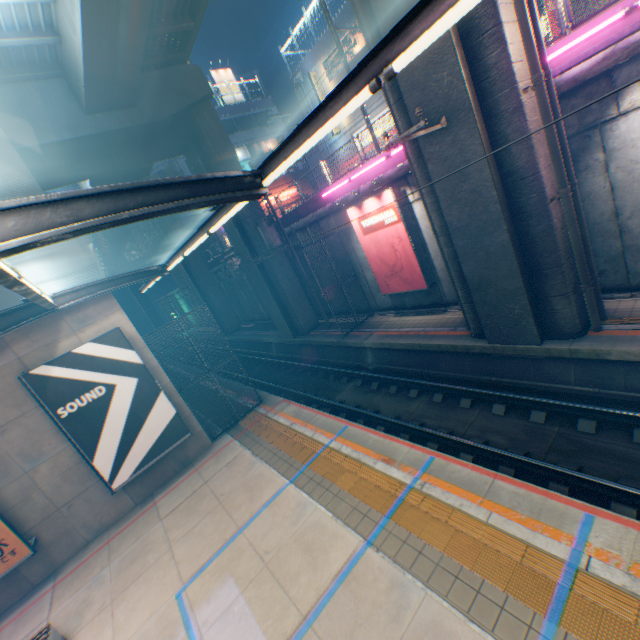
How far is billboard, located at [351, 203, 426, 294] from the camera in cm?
1312

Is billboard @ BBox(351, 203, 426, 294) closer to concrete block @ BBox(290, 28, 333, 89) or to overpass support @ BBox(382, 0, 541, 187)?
overpass support @ BBox(382, 0, 541, 187)

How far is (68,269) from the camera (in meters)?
10.09

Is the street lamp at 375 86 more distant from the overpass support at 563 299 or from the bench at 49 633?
the bench at 49 633

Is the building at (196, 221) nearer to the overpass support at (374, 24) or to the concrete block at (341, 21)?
the concrete block at (341, 21)

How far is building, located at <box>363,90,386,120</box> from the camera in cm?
2523

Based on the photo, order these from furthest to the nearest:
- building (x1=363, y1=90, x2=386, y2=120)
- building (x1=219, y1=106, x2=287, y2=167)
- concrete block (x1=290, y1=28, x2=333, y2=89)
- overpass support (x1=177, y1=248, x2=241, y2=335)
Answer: building (x1=219, y1=106, x2=287, y2=167) < overpass support (x1=177, y1=248, x2=241, y2=335) < concrete block (x1=290, y1=28, x2=333, y2=89) < building (x1=363, y1=90, x2=386, y2=120)

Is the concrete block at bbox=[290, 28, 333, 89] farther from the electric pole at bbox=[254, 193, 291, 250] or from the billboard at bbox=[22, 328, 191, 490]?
the billboard at bbox=[22, 328, 191, 490]
